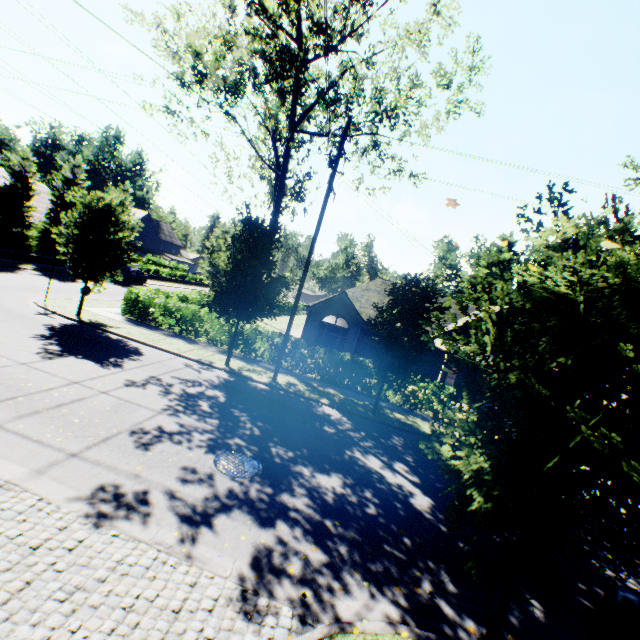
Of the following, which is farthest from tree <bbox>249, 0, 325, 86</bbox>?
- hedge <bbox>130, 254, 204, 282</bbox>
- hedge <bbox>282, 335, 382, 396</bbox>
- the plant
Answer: hedge <bbox>282, 335, 382, 396</bbox>

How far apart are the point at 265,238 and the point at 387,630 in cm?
1267

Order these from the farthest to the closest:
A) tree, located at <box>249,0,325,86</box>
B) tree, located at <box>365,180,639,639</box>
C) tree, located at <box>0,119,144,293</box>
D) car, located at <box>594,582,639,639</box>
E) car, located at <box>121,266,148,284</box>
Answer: car, located at <box>121,266,148,284</box> < tree, located at <box>0,119,144,293</box> < tree, located at <box>249,0,325,86</box> < car, located at <box>594,582,639,639</box> < tree, located at <box>365,180,639,639</box>

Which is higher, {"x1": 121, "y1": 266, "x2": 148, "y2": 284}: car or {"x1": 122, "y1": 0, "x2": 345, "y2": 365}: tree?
{"x1": 122, "y1": 0, "x2": 345, "y2": 365}: tree

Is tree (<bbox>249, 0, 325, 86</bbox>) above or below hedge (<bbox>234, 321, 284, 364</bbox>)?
above

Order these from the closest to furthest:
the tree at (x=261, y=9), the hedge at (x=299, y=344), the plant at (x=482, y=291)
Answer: the tree at (x=261, y=9), the hedge at (x=299, y=344), the plant at (x=482, y=291)

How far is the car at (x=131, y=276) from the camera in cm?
3372

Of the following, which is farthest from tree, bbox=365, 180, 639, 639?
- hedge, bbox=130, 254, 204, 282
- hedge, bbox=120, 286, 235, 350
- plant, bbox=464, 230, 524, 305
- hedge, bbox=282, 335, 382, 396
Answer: hedge, bbox=282, 335, 382, 396
